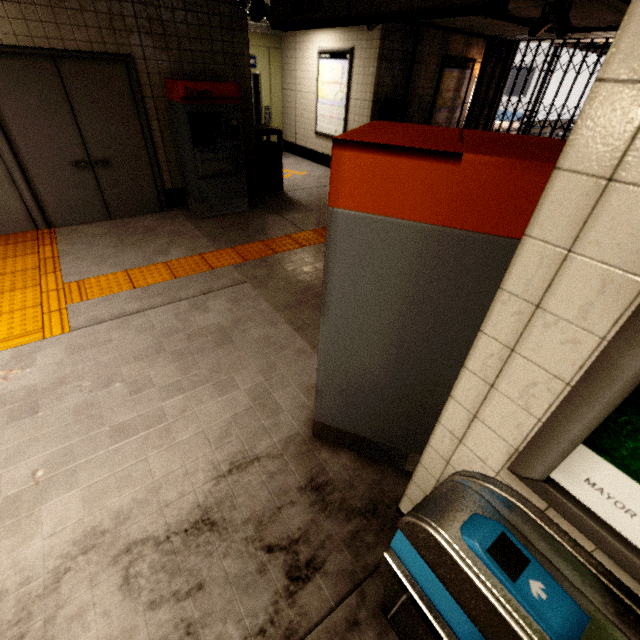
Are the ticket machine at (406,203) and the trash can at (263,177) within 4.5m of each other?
no

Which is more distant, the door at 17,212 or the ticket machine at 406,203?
the door at 17,212

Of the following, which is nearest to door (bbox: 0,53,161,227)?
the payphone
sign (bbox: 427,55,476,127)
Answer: the payphone

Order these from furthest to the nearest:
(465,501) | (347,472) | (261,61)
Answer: (261,61) → (347,472) → (465,501)

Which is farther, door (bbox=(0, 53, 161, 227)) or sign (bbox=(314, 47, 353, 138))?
sign (bbox=(314, 47, 353, 138))

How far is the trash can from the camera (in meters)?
6.12

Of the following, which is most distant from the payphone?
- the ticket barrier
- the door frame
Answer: the ticket barrier

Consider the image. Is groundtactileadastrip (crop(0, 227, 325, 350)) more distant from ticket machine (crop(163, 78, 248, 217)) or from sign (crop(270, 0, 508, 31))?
sign (crop(270, 0, 508, 31))
